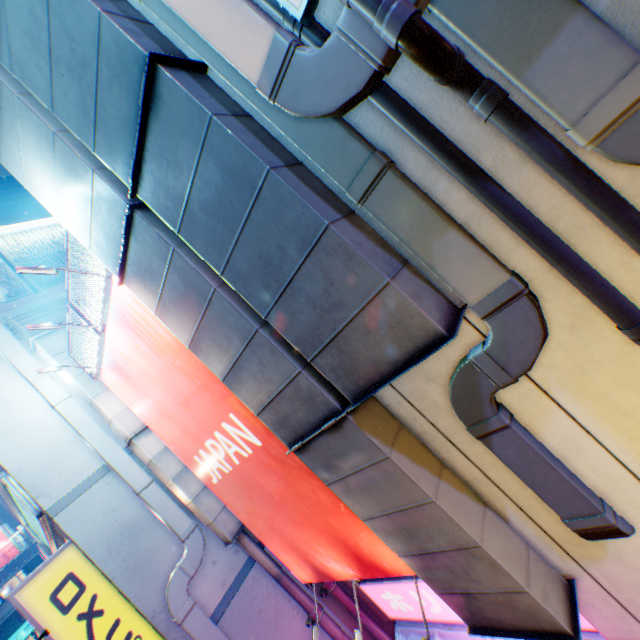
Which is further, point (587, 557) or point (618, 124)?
point (587, 557)

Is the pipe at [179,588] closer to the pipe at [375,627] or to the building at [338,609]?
the building at [338,609]

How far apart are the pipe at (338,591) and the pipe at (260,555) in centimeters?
28cm

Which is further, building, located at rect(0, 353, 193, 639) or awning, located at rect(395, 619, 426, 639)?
awning, located at rect(395, 619, 426, 639)

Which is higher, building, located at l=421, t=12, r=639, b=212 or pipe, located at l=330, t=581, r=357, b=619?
building, located at l=421, t=12, r=639, b=212

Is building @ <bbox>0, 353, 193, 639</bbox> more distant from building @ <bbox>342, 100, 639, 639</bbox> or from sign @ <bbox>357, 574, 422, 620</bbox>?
building @ <bbox>342, 100, 639, 639</bbox>

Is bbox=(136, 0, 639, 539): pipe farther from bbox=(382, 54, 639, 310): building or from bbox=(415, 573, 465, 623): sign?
bbox=(415, 573, 465, 623): sign

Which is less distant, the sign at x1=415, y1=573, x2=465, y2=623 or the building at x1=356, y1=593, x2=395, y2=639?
the sign at x1=415, y1=573, x2=465, y2=623
